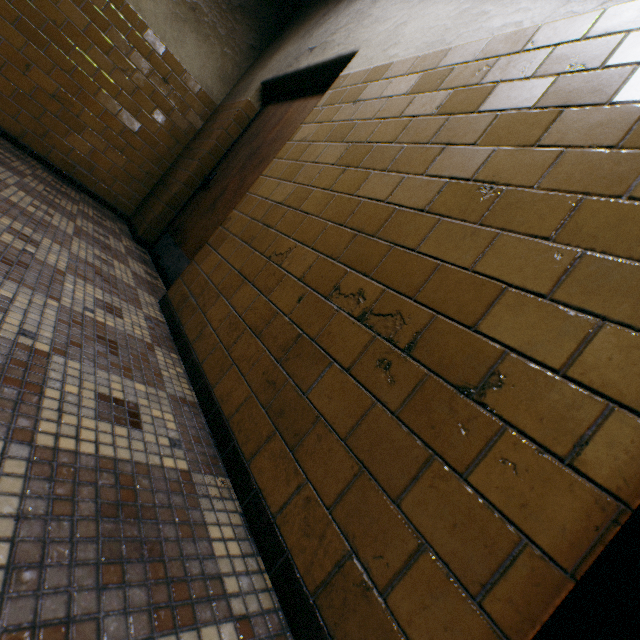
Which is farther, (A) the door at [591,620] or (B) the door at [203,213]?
(B) the door at [203,213]

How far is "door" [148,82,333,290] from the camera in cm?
270

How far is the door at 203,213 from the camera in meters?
2.7

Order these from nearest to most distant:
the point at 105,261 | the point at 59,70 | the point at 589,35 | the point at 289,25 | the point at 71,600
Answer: the point at 71,600
the point at 589,35
the point at 105,261
the point at 59,70
the point at 289,25

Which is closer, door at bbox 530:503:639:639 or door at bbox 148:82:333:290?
door at bbox 530:503:639:639
